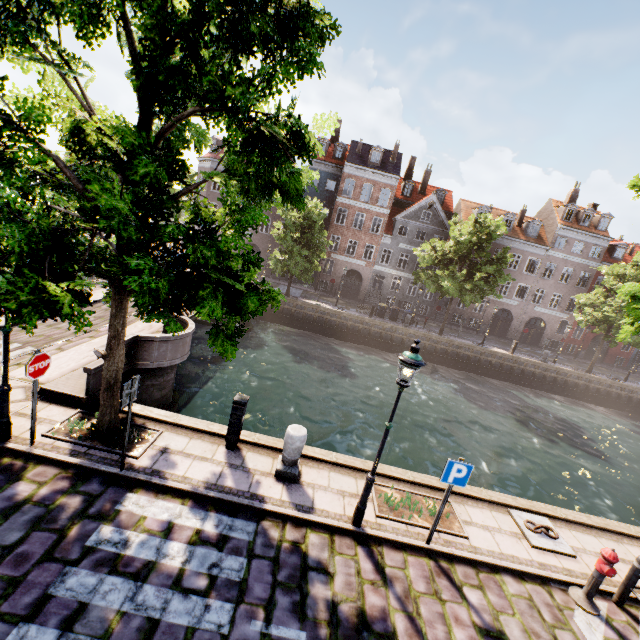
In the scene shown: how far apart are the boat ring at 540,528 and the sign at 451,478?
2.8 meters

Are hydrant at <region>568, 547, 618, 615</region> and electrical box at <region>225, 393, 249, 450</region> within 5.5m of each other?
no

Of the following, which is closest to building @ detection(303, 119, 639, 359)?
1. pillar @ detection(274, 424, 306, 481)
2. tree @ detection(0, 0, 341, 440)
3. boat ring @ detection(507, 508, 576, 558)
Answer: tree @ detection(0, 0, 341, 440)

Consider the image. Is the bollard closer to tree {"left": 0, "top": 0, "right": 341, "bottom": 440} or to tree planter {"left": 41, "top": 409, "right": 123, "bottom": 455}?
tree {"left": 0, "top": 0, "right": 341, "bottom": 440}

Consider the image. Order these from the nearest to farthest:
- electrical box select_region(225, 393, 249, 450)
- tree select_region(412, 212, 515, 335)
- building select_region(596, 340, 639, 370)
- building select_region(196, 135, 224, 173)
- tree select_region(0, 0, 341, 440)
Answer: tree select_region(0, 0, 341, 440) → electrical box select_region(225, 393, 249, 450) → tree select_region(412, 212, 515, 335) → building select_region(196, 135, 224, 173) → building select_region(596, 340, 639, 370)

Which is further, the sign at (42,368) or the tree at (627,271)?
the tree at (627,271)

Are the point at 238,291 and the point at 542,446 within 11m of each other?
no

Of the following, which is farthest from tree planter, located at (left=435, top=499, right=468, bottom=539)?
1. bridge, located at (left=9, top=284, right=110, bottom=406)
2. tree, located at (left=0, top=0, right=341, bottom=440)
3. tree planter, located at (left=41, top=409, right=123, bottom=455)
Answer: bridge, located at (left=9, top=284, right=110, bottom=406)
